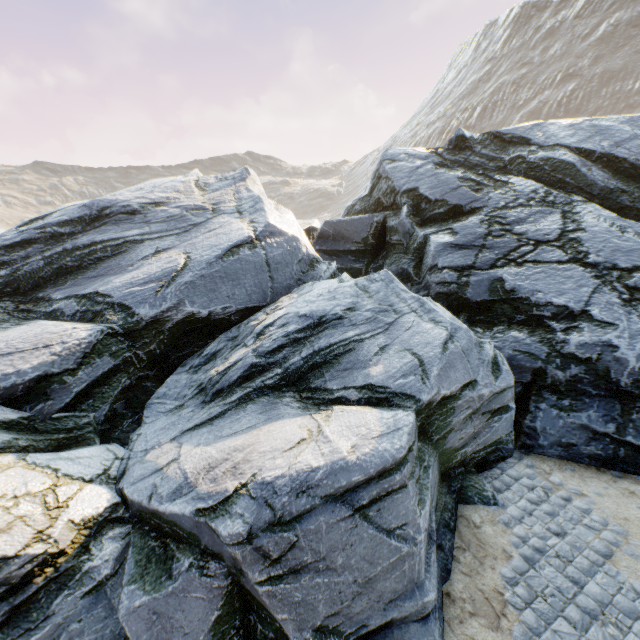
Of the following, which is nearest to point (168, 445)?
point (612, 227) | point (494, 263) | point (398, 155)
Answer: point (494, 263)
